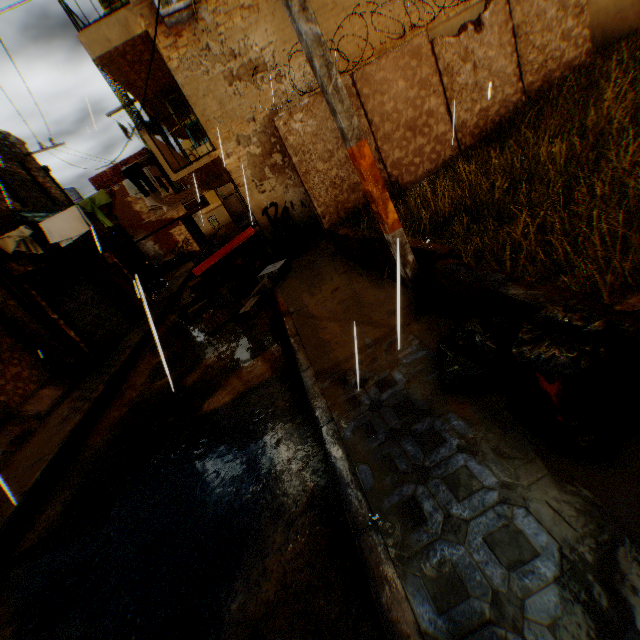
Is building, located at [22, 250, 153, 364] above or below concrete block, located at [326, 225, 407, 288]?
above

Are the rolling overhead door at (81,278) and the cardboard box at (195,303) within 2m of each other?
yes

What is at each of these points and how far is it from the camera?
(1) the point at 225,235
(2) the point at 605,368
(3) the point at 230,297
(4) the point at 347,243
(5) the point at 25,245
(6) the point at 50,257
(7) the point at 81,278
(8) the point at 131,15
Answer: (1) cardboard box, 9.2m
(2) trash bag, 1.7m
(3) cardboard box, 9.3m
(4) concrete block, 6.5m
(5) clothes, 8.8m
(6) building, 10.7m
(7) rolling overhead door, 11.9m
(8) building, 7.6m

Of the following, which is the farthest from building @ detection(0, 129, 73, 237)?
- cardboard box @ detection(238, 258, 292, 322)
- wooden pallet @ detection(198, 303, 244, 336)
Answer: wooden pallet @ detection(198, 303, 244, 336)

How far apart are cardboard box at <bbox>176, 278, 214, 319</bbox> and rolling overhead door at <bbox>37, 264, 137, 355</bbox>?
0.1 meters

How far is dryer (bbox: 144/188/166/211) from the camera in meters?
10.6

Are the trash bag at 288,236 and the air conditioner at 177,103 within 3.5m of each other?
no

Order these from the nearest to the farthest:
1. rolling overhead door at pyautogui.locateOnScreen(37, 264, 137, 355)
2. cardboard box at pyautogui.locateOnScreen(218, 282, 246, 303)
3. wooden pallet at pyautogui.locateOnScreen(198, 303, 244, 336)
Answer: wooden pallet at pyautogui.locateOnScreen(198, 303, 244, 336) < cardboard box at pyautogui.locateOnScreen(218, 282, 246, 303) < rolling overhead door at pyautogui.locateOnScreen(37, 264, 137, 355)
